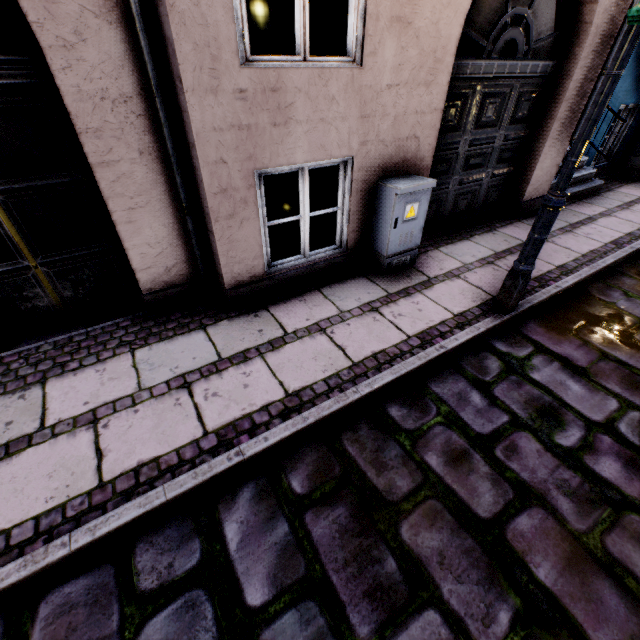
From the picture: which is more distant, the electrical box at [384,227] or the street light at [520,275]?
the electrical box at [384,227]

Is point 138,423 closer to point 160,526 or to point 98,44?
point 160,526

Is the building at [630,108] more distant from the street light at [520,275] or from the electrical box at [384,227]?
the street light at [520,275]

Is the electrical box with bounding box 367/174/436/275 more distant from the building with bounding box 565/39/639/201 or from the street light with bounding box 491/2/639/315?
the street light with bounding box 491/2/639/315

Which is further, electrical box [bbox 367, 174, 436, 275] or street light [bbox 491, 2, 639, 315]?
electrical box [bbox 367, 174, 436, 275]

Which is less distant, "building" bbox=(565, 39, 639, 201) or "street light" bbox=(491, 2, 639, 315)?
"street light" bbox=(491, 2, 639, 315)

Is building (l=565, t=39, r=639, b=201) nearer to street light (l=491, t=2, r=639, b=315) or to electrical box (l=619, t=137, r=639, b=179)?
Result: electrical box (l=619, t=137, r=639, b=179)
